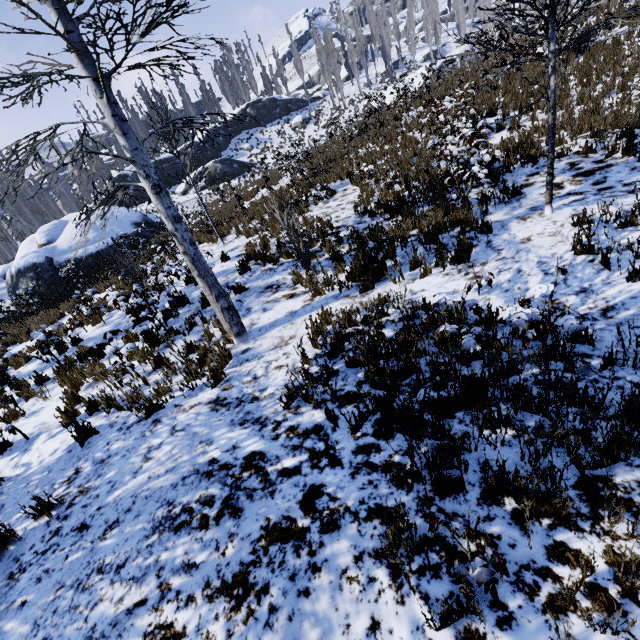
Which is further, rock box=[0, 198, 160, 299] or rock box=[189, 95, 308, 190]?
rock box=[189, 95, 308, 190]

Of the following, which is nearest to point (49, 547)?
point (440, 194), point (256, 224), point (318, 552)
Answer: point (318, 552)

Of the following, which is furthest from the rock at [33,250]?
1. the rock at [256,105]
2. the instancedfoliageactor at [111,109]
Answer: the rock at [256,105]

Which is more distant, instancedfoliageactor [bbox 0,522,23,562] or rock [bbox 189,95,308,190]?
rock [bbox 189,95,308,190]

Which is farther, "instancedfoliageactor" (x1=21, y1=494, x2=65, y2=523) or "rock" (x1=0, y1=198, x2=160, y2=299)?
"rock" (x1=0, y1=198, x2=160, y2=299)

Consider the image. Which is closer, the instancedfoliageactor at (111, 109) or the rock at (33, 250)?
the instancedfoliageactor at (111, 109)

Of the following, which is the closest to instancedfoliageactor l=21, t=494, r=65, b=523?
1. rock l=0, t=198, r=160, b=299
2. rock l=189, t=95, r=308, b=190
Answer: rock l=189, t=95, r=308, b=190
